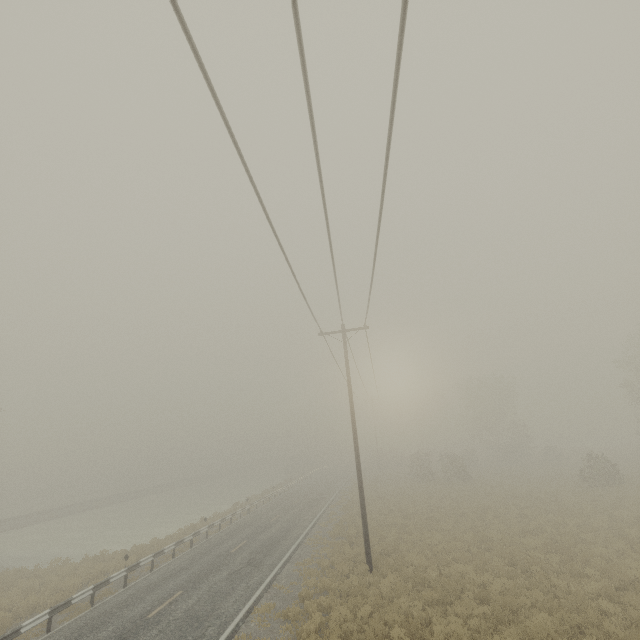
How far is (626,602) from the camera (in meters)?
10.30
